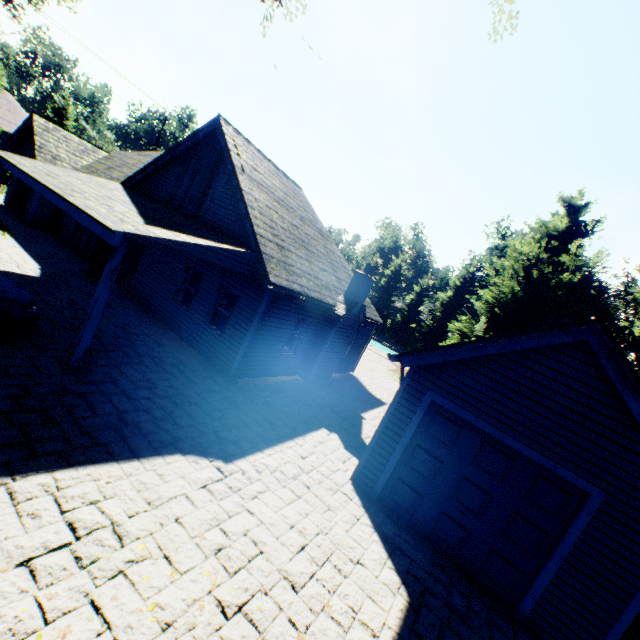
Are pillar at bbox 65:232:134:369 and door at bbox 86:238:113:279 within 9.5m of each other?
yes

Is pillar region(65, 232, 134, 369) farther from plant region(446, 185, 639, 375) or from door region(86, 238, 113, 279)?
plant region(446, 185, 639, 375)

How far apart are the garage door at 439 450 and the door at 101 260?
13.5 meters

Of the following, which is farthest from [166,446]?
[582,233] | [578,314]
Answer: [582,233]

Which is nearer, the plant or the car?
the car

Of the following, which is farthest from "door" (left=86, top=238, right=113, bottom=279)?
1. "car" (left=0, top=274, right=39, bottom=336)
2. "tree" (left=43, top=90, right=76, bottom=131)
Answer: "tree" (left=43, top=90, right=76, bottom=131)

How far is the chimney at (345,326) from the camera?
13.5m

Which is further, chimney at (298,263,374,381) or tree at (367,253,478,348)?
tree at (367,253,478,348)
